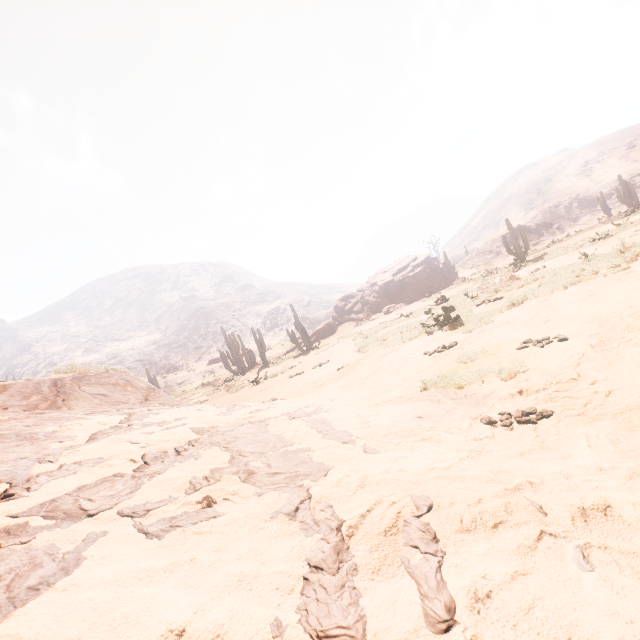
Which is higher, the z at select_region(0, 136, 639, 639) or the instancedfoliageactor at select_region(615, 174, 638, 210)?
the instancedfoliageactor at select_region(615, 174, 638, 210)

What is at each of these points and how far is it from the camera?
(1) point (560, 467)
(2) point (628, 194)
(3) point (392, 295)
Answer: (1) z, 1.67m
(2) instancedfoliageactor, 31.31m
(3) rock, 31.62m

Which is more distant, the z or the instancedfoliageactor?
the instancedfoliageactor

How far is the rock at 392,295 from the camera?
31.08m

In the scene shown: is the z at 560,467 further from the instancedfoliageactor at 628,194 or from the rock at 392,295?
the rock at 392,295

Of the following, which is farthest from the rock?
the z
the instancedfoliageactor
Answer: the instancedfoliageactor

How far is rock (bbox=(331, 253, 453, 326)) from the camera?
31.1m
